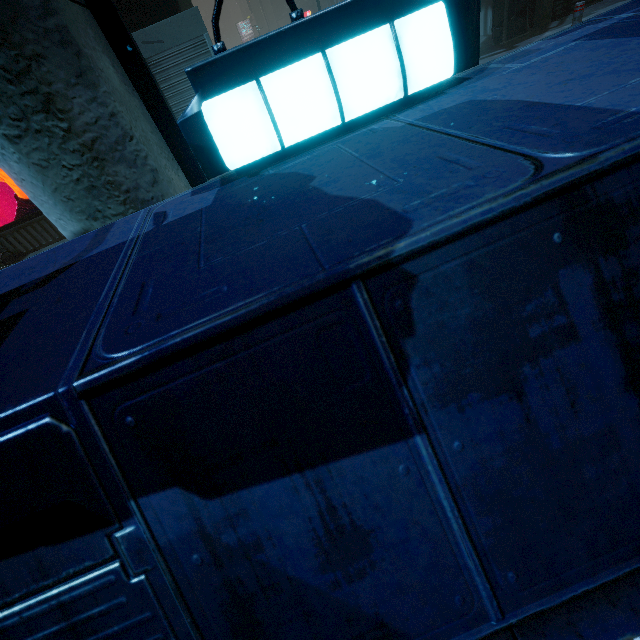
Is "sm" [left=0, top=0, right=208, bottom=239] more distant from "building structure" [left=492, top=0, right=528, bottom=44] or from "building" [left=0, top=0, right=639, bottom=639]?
"building structure" [left=492, top=0, right=528, bottom=44]

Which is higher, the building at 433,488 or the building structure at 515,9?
the building at 433,488

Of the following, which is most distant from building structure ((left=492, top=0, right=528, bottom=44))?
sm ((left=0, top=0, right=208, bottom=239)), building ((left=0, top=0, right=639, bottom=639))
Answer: sm ((left=0, top=0, right=208, bottom=239))

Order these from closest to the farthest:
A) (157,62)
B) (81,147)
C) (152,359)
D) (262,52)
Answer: (152,359), (262,52), (81,147), (157,62)

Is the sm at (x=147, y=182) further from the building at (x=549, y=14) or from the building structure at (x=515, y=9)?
the building structure at (x=515, y=9)

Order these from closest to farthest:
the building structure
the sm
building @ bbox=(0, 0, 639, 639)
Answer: building @ bbox=(0, 0, 639, 639), the sm, the building structure

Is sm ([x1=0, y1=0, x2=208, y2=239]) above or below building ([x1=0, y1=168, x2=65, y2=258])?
above
